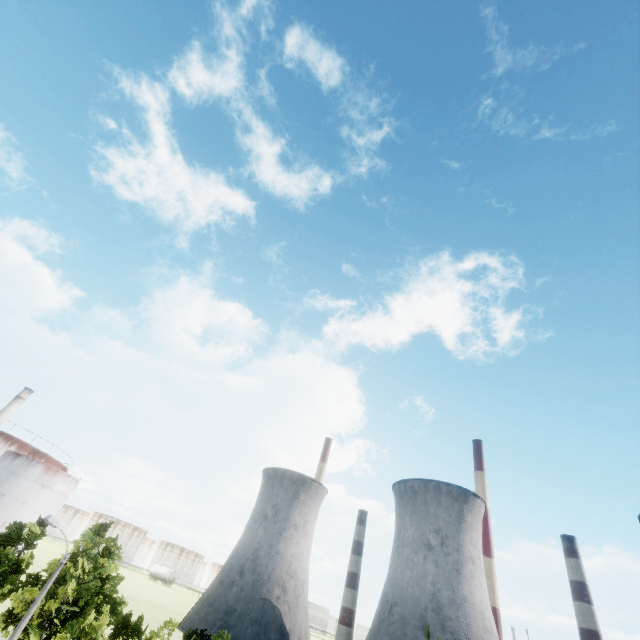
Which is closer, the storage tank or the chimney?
the storage tank

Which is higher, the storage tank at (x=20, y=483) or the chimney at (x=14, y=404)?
the chimney at (x=14, y=404)

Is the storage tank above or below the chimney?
below

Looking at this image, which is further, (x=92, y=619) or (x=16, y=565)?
(x=16, y=565)

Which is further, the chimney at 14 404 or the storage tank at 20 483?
the chimney at 14 404
